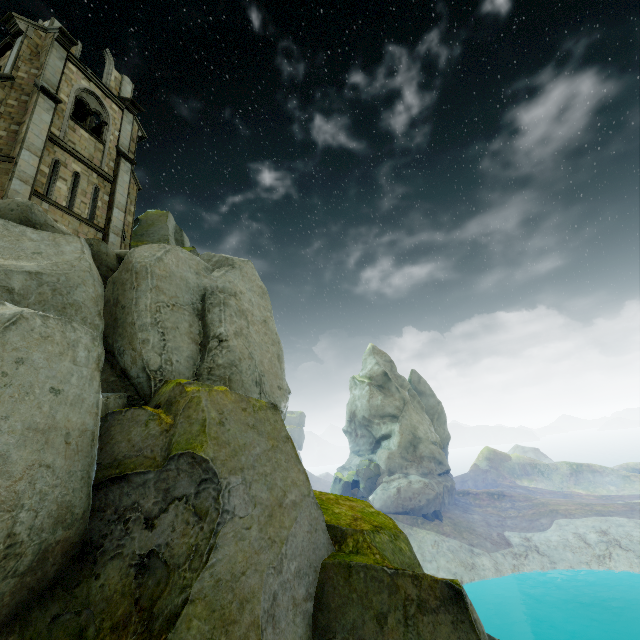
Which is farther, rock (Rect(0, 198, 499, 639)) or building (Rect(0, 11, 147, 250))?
building (Rect(0, 11, 147, 250))

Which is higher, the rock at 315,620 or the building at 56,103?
the building at 56,103

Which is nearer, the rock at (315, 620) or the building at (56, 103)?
the rock at (315, 620)

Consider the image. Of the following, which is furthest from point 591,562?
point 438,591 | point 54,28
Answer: point 54,28

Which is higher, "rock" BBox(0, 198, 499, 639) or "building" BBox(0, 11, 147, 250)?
"building" BBox(0, 11, 147, 250)
